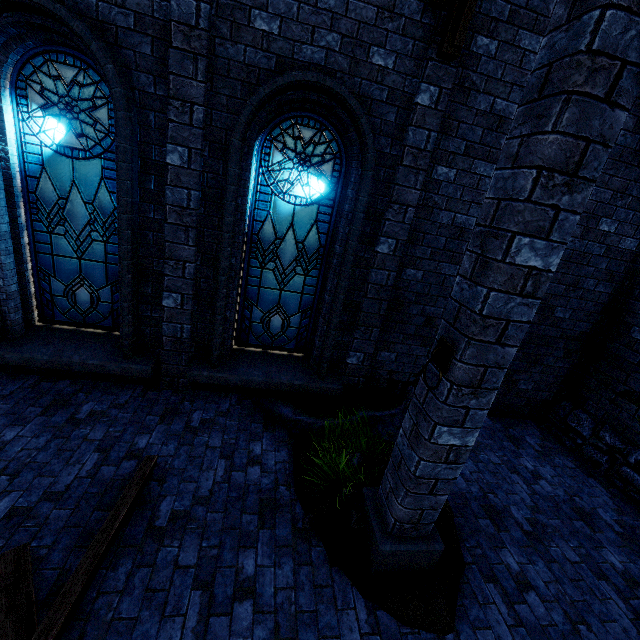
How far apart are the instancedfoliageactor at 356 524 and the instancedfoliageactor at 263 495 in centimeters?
56cm

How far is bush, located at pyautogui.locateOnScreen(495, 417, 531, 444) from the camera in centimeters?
607cm

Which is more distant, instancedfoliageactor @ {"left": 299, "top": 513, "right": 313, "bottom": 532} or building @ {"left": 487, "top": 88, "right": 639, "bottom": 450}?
building @ {"left": 487, "top": 88, "right": 639, "bottom": 450}

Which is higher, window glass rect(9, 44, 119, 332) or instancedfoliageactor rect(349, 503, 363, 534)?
window glass rect(9, 44, 119, 332)

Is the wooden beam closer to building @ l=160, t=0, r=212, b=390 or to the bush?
building @ l=160, t=0, r=212, b=390

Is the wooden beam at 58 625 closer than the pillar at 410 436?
No

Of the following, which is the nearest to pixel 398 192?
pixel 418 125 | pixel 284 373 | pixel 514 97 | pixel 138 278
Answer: pixel 418 125

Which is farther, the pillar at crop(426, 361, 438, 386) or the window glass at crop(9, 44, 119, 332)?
the window glass at crop(9, 44, 119, 332)
